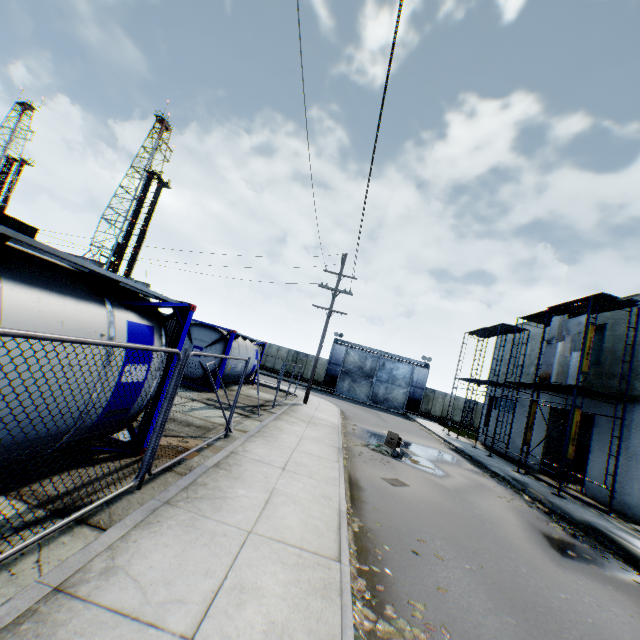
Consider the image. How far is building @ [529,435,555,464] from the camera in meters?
19.0 m

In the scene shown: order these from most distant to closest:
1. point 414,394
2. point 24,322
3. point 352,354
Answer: point 352,354, point 414,394, point 24,322

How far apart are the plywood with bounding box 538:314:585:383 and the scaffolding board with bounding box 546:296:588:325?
0.55m

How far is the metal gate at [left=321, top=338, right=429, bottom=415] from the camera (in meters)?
36.88

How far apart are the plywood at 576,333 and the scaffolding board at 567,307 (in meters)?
0.55

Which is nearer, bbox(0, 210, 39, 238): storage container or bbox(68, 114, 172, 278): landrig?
bbox(0, 210, 39, 238): storage container

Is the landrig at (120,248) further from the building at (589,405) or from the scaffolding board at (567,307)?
the scaffolding board at (567,307)

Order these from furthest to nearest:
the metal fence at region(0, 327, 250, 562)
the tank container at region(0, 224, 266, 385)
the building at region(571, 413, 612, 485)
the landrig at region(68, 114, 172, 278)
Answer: the landrig at region(68, 114, 172, 278), the building at region(571, 413, 612, 485), the tank container at region(0, 224, 266, 385), the metal fence at region(0, 327, 250, 562)
